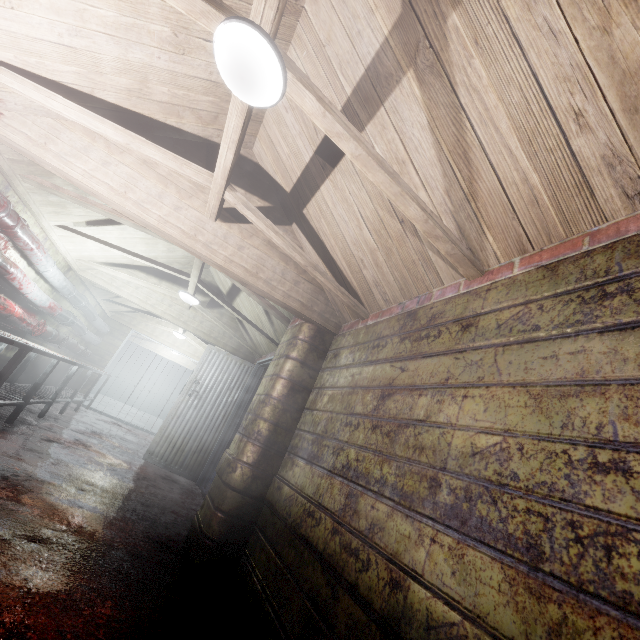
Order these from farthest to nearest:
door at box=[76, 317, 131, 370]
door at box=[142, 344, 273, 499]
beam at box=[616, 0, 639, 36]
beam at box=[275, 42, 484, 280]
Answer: door at box=[76, 317, 131, 370]
door at box=[142, 344, 273, 499]
beam at box=[275, 42, 484, 280]
beam at box=[616, 0, 639, 36]

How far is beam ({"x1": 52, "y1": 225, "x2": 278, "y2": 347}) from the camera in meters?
3.7 m

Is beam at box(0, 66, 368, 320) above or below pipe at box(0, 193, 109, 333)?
above

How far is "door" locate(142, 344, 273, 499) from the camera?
4.68m

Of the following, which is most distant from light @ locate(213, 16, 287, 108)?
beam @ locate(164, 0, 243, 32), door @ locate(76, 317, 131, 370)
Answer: door @ locate(76, 317, 131, 370)

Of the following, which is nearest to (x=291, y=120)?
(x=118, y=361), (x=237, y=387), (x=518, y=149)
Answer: (x=518, y=149)

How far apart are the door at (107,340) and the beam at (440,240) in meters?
7.9

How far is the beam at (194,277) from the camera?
3.68m
